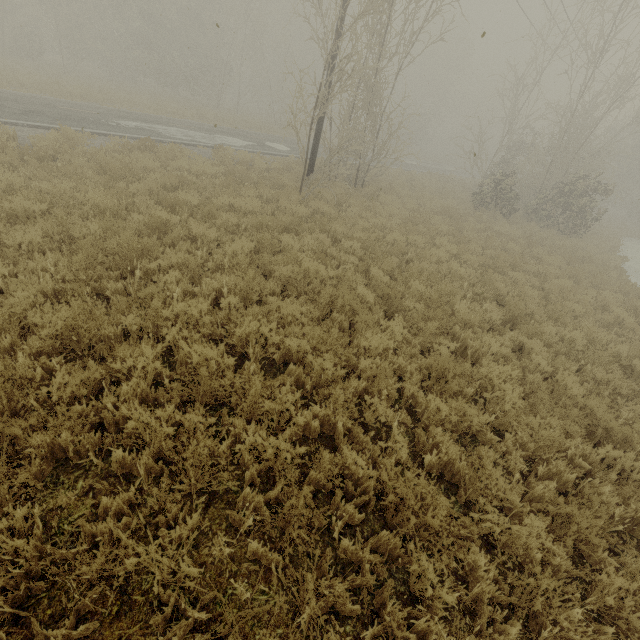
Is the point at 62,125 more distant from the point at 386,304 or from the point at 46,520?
Result: the point at 46,520
